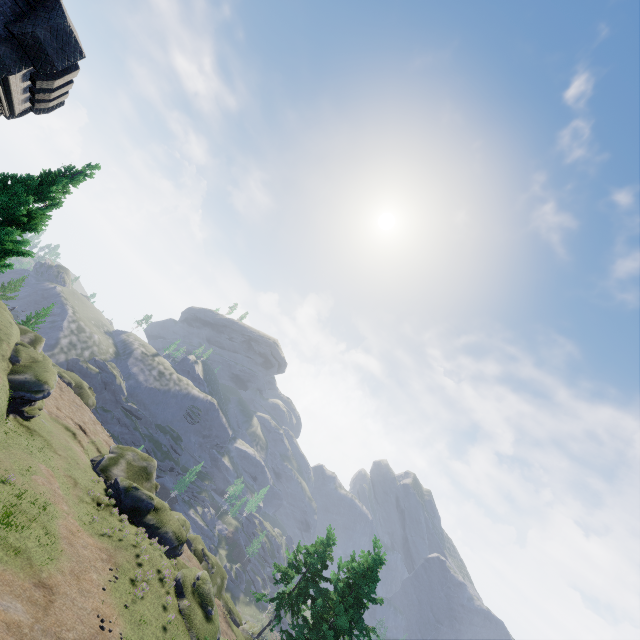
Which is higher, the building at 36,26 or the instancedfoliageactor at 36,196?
the building at 36,26

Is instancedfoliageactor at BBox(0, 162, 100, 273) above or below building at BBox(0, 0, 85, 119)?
below

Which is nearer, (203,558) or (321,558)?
(321,558)
